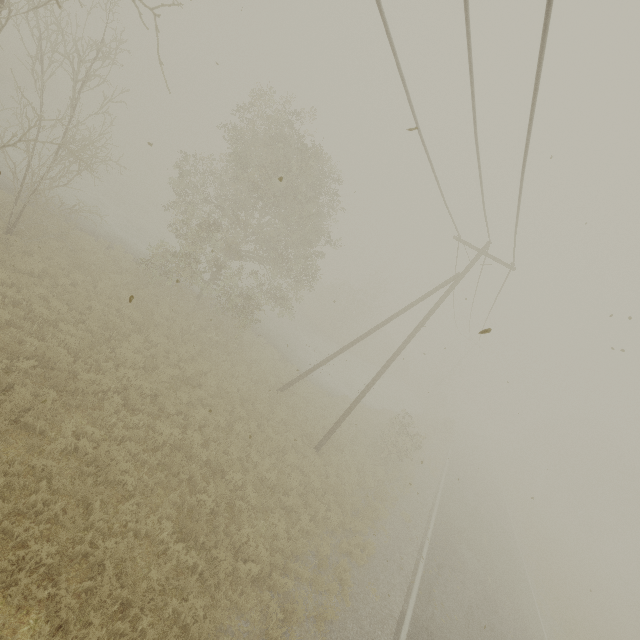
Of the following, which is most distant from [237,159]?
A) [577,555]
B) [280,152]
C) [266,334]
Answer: [577,555]
